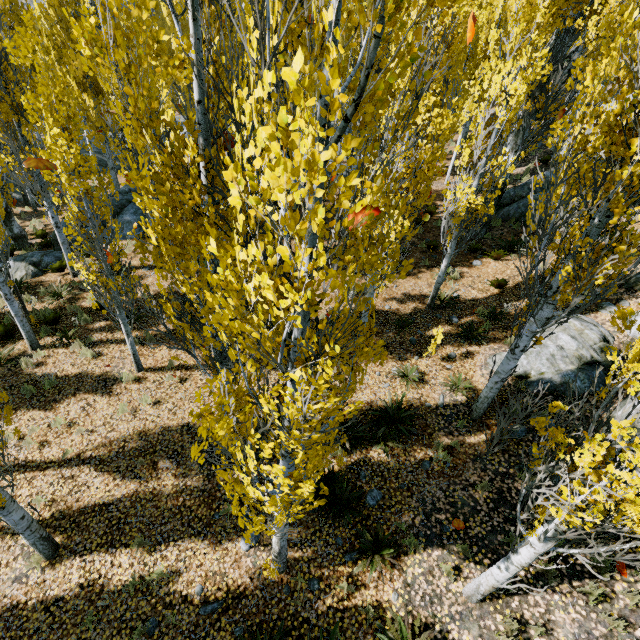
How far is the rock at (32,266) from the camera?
12.7m

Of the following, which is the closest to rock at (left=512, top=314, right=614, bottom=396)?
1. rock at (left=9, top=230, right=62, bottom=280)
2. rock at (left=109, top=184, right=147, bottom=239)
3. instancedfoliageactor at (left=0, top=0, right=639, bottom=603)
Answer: instancedfoliageactor at (left=0, top=0, right=639, bottom=603)

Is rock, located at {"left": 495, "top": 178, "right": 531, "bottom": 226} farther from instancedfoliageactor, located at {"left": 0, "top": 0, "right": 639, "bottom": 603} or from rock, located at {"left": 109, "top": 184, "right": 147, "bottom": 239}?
rock, located at {"left": 109, "top": 184, "right": 147, "bottom": 239}

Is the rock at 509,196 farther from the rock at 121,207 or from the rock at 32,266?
the rock at 32,266

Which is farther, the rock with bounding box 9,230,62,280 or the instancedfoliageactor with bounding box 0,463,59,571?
the rock with bounding box 9,230,62,280

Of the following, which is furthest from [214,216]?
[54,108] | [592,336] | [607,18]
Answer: [592,336]

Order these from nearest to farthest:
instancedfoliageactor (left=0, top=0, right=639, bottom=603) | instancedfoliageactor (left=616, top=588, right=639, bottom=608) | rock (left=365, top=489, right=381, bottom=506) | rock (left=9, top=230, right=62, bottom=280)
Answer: instancedfoliageactor (left=0, top=0, right=639, bottom=603), instancedfoliageactor (left=616, top=588, right=639, bottom=608), rock (left=365, top=489, right=381, bottom=506), rock (left=9, top=230, right=62, bottom=280)
